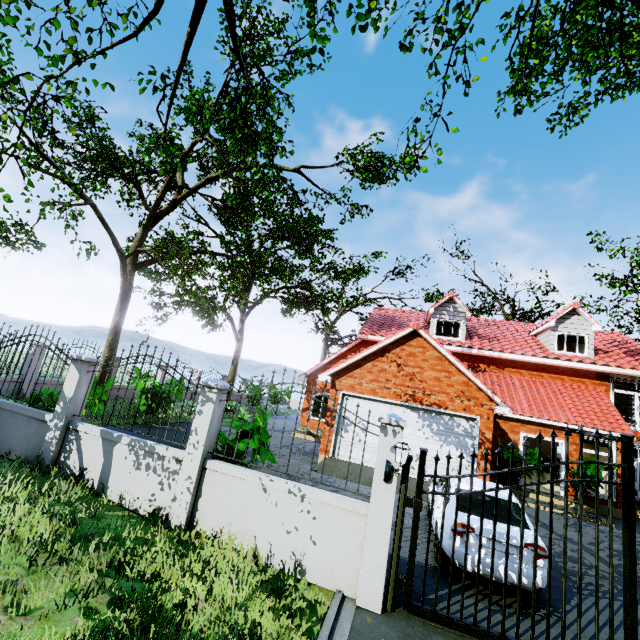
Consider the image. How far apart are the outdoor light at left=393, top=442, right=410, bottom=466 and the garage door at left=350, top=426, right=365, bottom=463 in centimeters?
754cm

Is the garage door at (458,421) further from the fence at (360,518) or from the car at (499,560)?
the fence at (360,518)

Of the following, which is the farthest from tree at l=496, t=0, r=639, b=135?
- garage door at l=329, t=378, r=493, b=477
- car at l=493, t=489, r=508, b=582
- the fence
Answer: car at l=493, t=489, r=508, b=582

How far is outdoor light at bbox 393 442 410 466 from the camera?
4.7 meters

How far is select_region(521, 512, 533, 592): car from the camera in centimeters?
509cm

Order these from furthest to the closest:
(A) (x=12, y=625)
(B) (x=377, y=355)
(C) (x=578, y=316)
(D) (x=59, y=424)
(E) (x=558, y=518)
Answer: (C) (x=578, y=316), (B) (x=377, y=355), (E) (x=558, y=518), (D) (x=59, y=424), (A) (x=12, y=625)

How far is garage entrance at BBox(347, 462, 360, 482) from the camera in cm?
1091

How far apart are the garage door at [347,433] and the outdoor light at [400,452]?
7.54m
